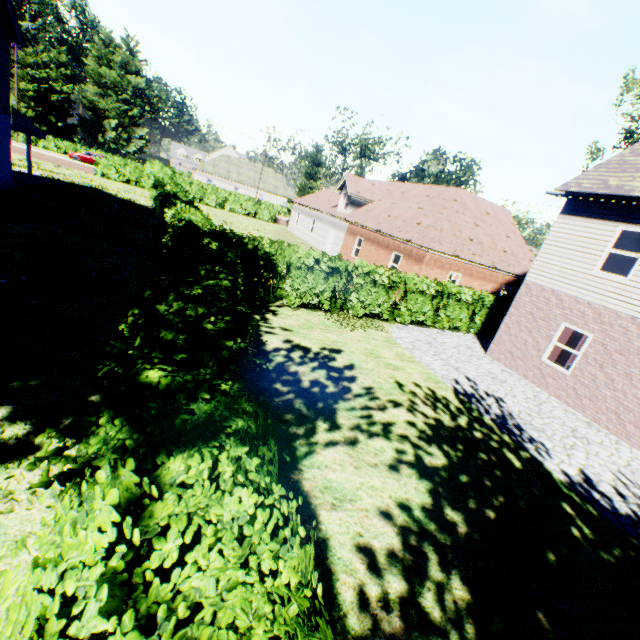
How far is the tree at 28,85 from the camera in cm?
4738

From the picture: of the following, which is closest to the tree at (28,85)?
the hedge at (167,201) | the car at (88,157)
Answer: the hedge at (167,201)

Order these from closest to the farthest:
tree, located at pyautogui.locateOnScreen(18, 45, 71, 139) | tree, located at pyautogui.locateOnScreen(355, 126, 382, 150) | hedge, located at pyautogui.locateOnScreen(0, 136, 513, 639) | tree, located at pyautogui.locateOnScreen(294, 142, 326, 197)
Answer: hedge, located at pyautogui.locateOnScreen(0, 136, 513, 639) < tree, located at pyautogui.locateOnScreen(294, 142, 326, 197) < tree, located at pyautogui.locateOnScreen(18, 45, 71, 139) < tree, located at pyautogui.locateOnScreen(355, 126, 382, 150)

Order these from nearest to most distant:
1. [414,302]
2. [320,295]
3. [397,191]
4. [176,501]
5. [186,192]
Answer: [176,501]
[320,295]
[414,302]
[186,192]
[397,191]

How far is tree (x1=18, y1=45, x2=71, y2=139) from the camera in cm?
4738

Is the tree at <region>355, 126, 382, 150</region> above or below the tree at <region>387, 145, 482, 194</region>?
above

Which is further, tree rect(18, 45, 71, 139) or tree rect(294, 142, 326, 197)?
tree rect(18, 45, 71, 139)
